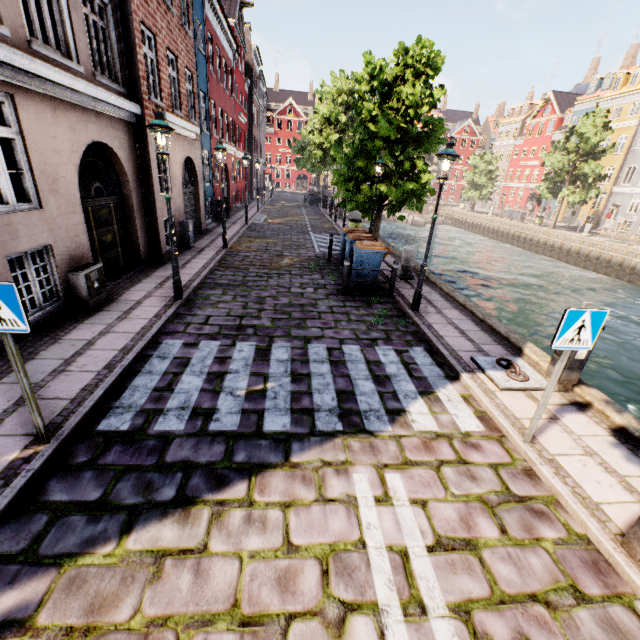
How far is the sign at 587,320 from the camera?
3.4m

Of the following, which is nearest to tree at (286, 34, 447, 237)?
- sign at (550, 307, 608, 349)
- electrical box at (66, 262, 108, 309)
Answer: sign at (550, 307, 608, 349)

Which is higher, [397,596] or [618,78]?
[618,78]

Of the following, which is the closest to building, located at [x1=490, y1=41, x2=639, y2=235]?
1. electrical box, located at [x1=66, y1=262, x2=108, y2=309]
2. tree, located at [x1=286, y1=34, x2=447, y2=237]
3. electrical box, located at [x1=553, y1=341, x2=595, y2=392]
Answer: electrical box, located at [x1=66, y1=262, x2=108, y2=309]

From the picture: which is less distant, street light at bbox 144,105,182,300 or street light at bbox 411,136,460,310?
street light at bbox 144,105,182,300

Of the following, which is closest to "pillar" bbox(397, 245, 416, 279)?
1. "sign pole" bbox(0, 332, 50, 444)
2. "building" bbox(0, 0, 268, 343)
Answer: "building" bbox(0, 0, 268, 343)

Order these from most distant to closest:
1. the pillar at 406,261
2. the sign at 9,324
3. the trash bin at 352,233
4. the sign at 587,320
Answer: the pillar at 406,261, the trash bin at 352,233, the sign at 587,320, the sign at 9,324

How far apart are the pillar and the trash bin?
0.9 meters
